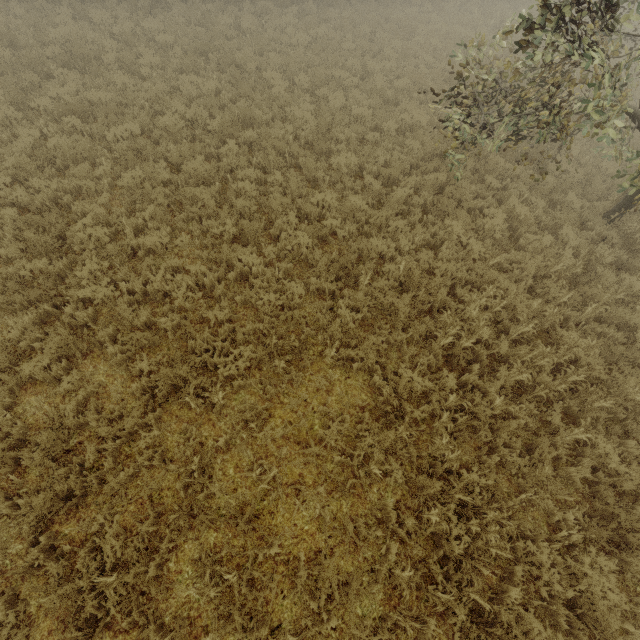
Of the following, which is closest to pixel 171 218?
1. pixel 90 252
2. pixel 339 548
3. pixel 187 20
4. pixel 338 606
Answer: pixel 90 252
